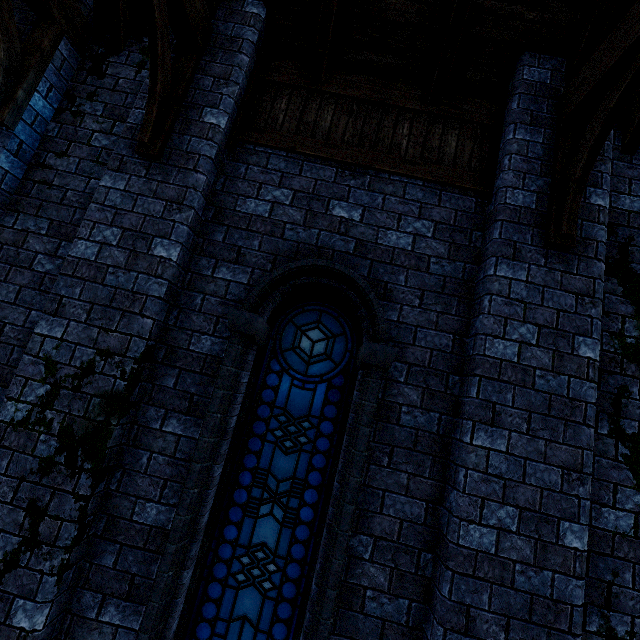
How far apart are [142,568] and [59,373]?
1.8m
